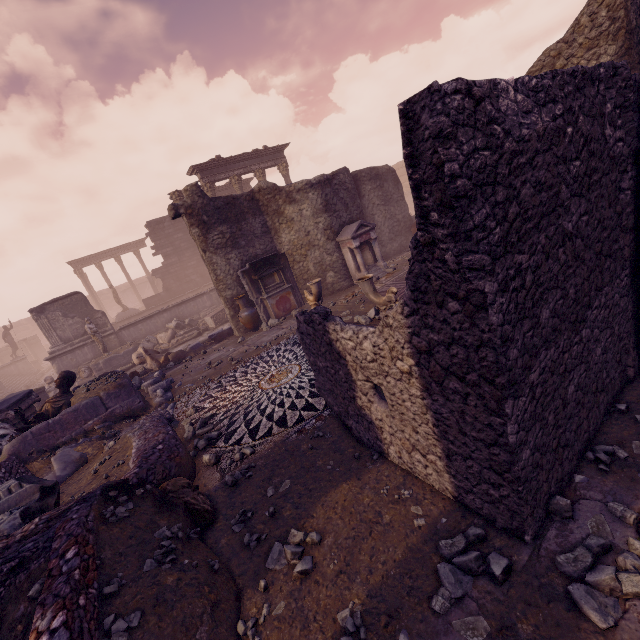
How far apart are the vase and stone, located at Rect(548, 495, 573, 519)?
9.6m

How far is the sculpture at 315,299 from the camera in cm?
830

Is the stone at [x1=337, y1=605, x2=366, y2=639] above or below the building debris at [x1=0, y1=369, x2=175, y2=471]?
below

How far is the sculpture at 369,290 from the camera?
5.95m

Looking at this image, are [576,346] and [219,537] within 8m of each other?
yes

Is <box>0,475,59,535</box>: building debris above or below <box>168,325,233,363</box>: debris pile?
above

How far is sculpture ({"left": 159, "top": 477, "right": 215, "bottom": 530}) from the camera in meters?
3.5

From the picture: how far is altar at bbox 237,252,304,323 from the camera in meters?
11.1 m
